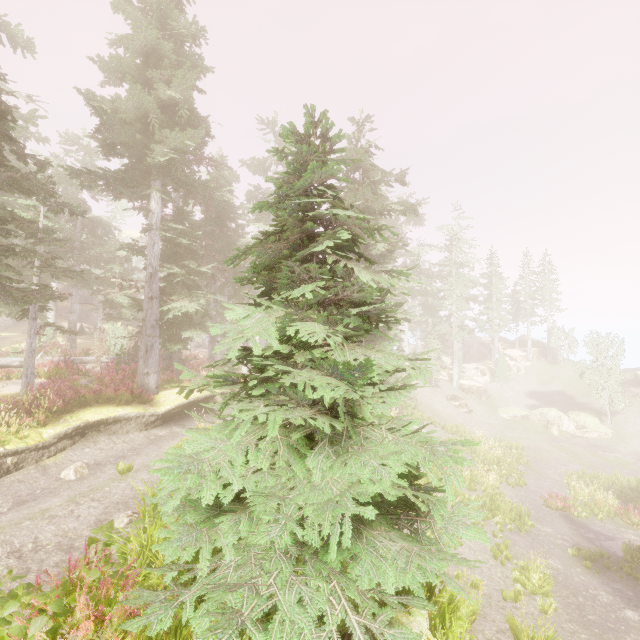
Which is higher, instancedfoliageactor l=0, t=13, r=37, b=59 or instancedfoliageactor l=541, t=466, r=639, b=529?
instancedfoliageactor l=0, t=13, r=37, b=59

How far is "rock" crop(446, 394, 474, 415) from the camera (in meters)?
35.73

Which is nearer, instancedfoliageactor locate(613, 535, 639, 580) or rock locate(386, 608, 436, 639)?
rock locate(386, 608, 436, 639)

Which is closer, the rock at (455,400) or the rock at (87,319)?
the rock at (455,400)

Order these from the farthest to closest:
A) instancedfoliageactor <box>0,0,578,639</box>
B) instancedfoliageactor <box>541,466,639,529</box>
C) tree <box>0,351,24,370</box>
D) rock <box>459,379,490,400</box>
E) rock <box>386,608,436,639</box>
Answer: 1. rock <box>459,379,490,400</box>
2. instancedfoliageactor <box>541,466,639,529</box>
3. tree <box>0,351,24,370</box>
4. rock <box>386,608,436,639</box>
5. instancedfoliageactor <box>0,0,578,639</box>

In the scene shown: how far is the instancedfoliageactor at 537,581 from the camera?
10.2m

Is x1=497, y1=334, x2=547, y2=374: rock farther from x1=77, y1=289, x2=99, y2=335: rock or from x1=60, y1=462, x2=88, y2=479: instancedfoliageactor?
x1=77, y1=289, x2=99, y2=335: rock

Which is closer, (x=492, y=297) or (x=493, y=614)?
(x=493, y=614)
